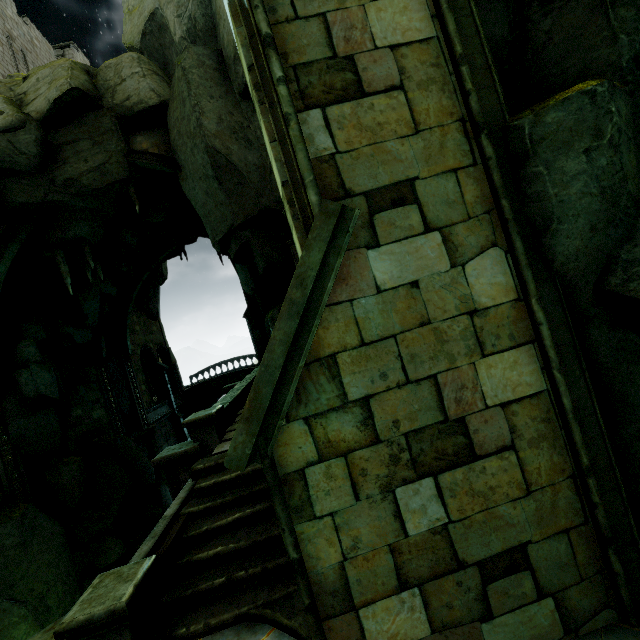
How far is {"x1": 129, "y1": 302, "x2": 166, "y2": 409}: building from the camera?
24.7 meters

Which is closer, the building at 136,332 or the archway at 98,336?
the archway at 98,336

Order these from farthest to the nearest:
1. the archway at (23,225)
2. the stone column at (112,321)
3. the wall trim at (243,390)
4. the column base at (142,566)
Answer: the stone column at (112,321) < the archway at (23,225) < the wall trim at (243,390) < the column base at (142,566)

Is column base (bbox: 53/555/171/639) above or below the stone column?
below

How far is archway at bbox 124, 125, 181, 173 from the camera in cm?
1320

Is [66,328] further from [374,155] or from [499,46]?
[499,46]

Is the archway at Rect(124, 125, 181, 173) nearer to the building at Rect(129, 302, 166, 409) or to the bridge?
the building at Rect(129, 302, 166, 409)

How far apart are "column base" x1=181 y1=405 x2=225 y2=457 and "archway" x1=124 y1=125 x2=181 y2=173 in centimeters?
995cm
